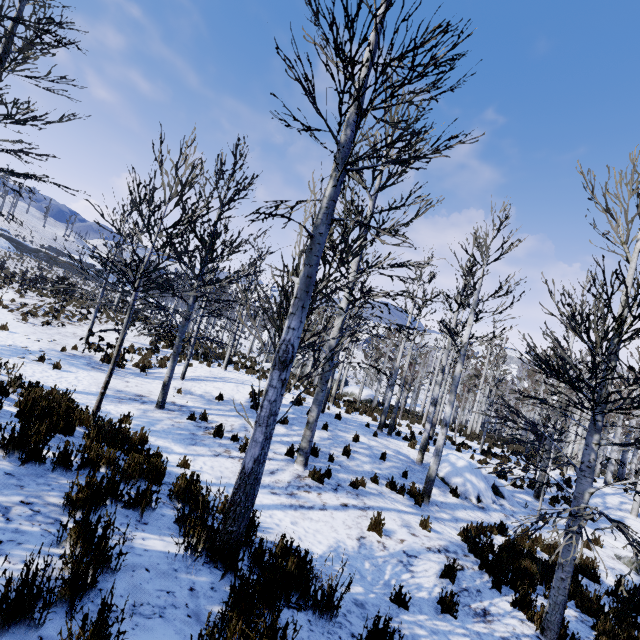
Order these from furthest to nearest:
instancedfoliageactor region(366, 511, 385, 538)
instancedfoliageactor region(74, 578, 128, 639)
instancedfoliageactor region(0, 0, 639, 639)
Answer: instancedfoliageactor region(366, 511, 385, 538) < instancedfoliageactor region(0, 0, 639, 639) < instancedfoliageactor region(74, 578, 128, 639)

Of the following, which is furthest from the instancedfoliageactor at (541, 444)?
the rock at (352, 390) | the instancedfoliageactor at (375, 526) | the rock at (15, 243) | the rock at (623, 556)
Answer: the rock at (15, 243)

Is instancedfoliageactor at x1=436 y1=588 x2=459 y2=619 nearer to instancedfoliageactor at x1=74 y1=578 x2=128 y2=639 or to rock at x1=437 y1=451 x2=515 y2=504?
instancedfoliageactor at x1=74 y1=578 x2=128 y2=639

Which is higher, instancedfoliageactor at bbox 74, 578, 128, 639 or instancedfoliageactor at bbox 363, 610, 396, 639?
instancedfoliageactor at bbox 74, 578, 128, 639

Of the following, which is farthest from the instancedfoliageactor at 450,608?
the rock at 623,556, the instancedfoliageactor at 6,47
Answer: the rock at 623,556

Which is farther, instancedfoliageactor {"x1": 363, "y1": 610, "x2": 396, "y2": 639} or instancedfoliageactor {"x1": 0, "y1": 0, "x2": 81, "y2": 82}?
instancedfoliageactor {"x1": 0, "y1": 0, "x2": 81, "y2": 82}

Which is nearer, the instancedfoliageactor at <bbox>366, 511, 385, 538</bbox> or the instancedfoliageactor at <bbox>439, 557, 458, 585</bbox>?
the instancedfoliageactor at <bbox>439, 557, 458, 585</bbox>

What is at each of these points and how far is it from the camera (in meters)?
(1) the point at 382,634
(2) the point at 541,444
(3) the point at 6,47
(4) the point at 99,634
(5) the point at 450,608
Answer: (1) instancedfoliageactor, 2.84
(2) instancedfoliageactor, 11.25
(3) instancedfoliageactor, 8.37
(4) instancedfoliageactor, 1.67
(5) instancedfoliageactor, 4.55
